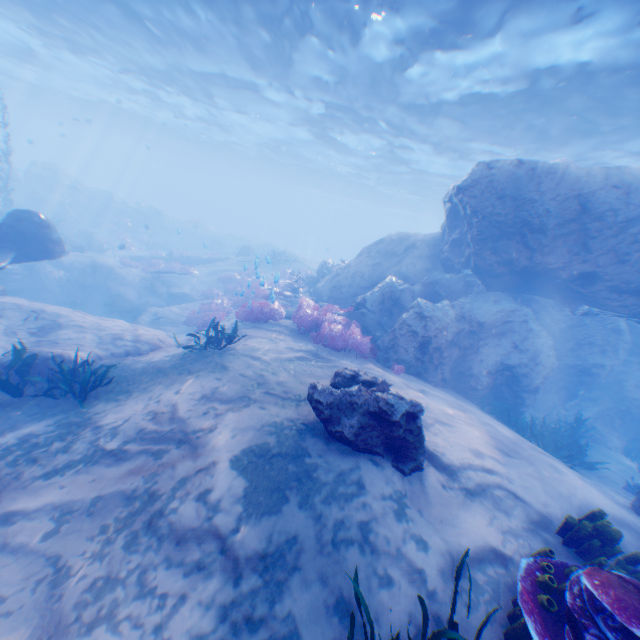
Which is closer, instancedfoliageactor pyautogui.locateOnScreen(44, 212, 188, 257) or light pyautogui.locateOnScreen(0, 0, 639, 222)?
light pyautogui.locateOnScreen(0, 0, 639, 222)

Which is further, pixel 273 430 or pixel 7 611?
pixel 273 430

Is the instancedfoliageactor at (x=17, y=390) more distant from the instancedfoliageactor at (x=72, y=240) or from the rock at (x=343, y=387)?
the instancedfoliageactor at (x=72, y=240)

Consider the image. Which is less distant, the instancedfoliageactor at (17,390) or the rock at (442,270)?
the instancedfoliageactor at (17,390)

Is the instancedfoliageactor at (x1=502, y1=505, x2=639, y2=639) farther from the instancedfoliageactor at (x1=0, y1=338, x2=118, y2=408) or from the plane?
the instancedfoliageactor at (x1=0, y1=338, x2=118, y2=408)

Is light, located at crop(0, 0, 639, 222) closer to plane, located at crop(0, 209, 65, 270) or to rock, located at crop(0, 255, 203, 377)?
rock, located at crop(0, 255, 203, 377)

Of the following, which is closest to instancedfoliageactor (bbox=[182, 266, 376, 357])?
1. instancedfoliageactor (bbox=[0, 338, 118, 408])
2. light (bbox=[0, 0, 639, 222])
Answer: instancedfoliageactor (bbox=[0, 338, 118, 408])

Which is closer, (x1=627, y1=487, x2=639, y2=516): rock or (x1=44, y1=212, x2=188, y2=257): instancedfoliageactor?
(x1=627, y1=487, x2=639, y2=516): rock
